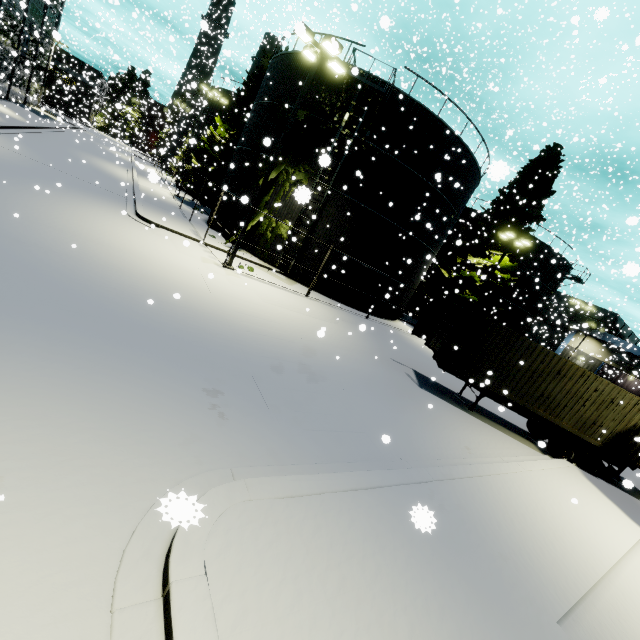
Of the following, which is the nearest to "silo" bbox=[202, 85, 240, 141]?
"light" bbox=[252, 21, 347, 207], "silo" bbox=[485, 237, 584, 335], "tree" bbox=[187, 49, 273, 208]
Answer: "tree" bbox=[187, 49, 273, 208]

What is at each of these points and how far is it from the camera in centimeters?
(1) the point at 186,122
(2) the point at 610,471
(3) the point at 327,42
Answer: (1) silo, 5331cm
(2) semi trailer, 1280cm
(3) light, 1220cm

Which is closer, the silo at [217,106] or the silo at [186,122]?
the silo at [186,122]

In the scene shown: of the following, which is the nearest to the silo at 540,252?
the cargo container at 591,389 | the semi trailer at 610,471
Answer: the semi trailer at 610,471

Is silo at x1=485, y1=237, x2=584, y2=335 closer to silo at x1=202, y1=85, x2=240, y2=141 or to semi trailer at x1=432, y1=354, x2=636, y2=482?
semi trailer at x1=432, y1=354, x2=636, y2=482

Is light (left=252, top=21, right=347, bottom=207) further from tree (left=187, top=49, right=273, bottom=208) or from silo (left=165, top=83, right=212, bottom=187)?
silo (left=165, top=83, right=212, bottom=187)

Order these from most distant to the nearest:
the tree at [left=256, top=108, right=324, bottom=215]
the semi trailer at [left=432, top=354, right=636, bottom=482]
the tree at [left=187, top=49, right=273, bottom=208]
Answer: the tree at [left=187, top=49, right=273, bottom=208] → the tree at [left=256, top=108, right=324, bottom=215] → the semi trailer at [left=432, top=354, right=636, bottom=482]

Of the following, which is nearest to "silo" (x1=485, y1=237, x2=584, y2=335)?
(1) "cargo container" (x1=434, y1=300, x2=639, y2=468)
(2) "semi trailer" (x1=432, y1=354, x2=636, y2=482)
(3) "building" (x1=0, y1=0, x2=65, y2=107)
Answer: (2) "semi trailer" (x1=432, y1=354, x2=636, y2=482)
